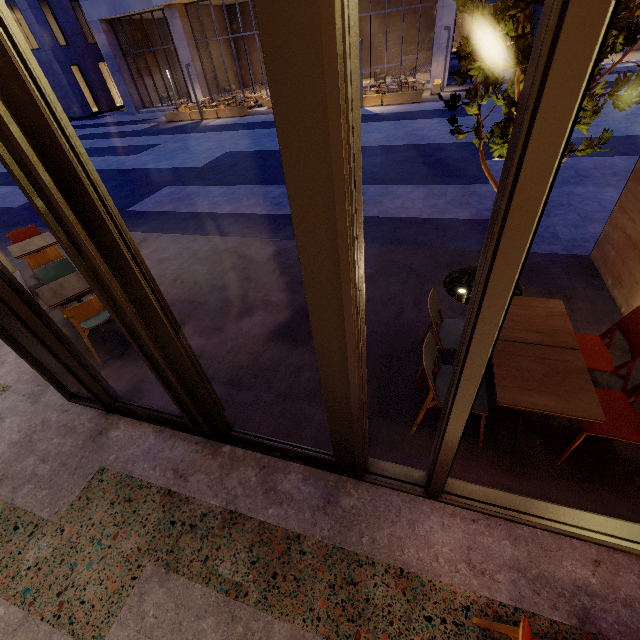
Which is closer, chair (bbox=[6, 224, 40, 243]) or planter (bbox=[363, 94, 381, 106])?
chair (bbox=[6, 224, 40, 243])

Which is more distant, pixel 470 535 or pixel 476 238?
pixel 476 238

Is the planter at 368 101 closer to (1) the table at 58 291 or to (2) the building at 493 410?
(2) the building at 493 410

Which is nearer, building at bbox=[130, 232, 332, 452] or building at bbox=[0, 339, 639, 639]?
building at bbox=[0, 339, 639, 639]

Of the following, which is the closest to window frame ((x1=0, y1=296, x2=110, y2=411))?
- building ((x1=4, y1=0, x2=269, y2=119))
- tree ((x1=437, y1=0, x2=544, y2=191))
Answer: tree ((x1=437, y1=0, x2=544, y2=191))

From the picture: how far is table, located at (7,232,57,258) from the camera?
5.2 meters

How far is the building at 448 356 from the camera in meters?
3.5

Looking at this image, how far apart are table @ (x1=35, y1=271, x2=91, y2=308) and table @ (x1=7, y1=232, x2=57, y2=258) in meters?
1.5 m
